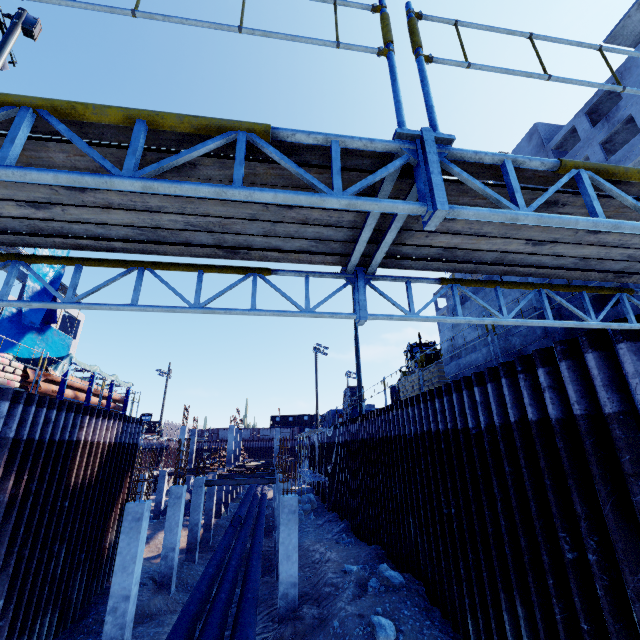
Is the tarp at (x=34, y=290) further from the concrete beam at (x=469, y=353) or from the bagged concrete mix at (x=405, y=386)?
the concrete beam at (x=469, y=353)

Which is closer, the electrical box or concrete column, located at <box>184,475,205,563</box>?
the electrical box

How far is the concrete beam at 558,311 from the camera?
5.76m

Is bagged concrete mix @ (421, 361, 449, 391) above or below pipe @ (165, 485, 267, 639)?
above

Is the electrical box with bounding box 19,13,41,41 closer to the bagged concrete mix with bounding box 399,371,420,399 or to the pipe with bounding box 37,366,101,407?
the pipe with bounding box 37,366,101,407

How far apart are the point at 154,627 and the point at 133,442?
7.7 meters

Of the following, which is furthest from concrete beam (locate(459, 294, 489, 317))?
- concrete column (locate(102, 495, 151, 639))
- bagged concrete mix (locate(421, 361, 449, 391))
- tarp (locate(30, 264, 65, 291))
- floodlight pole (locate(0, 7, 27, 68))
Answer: tarp (locate(30, 264, 65, 291))

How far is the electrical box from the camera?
10.0m
